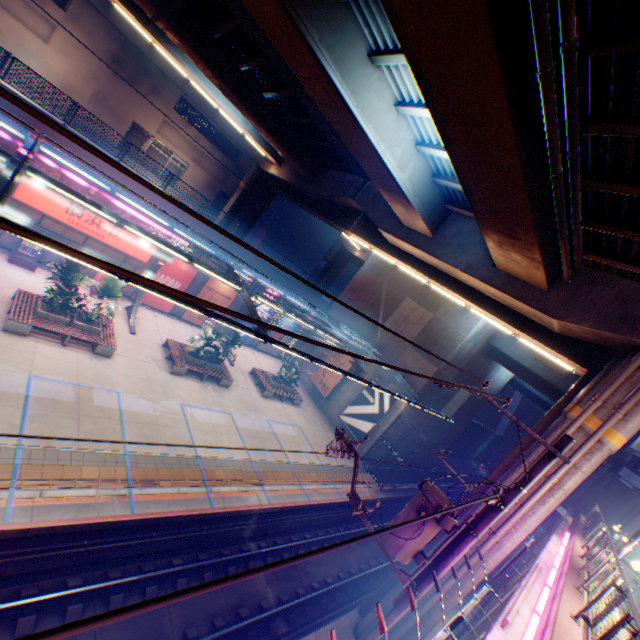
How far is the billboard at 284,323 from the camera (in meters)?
28.67

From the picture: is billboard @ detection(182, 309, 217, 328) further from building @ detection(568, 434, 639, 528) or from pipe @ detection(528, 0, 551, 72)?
building @ detection(568, 434, 639, 528)

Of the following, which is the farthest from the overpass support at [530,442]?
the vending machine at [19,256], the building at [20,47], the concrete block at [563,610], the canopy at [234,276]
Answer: the vending machine at [19,256]

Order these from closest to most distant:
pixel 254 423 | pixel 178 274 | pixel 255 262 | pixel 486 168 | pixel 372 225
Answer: pixel 486 168
pixel 254 423
pixel 372 225
pixel 178 274
pixel 255 262

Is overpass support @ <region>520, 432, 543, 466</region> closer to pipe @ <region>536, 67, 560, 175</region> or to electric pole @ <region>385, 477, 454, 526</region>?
pipe @ <region>536, 67, 560, 175</region>

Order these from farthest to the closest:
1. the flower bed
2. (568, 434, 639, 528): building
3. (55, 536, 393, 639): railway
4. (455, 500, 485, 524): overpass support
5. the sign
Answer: (568, 434, 639, 528): building < the sign < the flower bed < (455, 500, 485, 524): overpass support < (55, 536, 393, 639): railway

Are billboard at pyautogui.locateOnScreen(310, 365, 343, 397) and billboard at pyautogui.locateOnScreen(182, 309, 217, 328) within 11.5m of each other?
yes

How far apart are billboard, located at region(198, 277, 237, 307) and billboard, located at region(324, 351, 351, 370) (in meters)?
9.31
